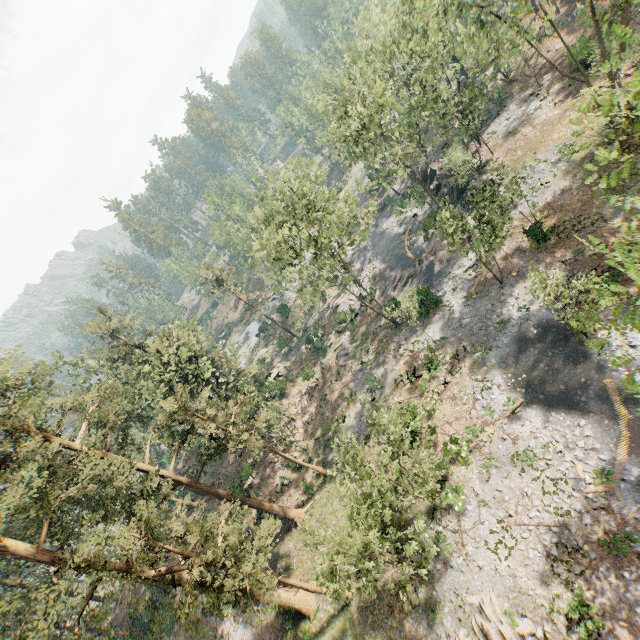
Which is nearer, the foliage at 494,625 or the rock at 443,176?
the foliage at 494,625

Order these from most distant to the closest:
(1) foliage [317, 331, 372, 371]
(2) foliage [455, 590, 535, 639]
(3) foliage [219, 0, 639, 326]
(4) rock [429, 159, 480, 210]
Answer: (1) foliage [317, 331, 372, 371], (4) rock [429, 159, 480, 210], (3) foliage [219, 0, 639, 326], (2) foliage [455, 590, 535, 639]

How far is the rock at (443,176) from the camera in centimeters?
3612cm

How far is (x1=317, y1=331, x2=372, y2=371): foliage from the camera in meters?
38.9

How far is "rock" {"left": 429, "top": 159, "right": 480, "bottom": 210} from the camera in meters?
36.1

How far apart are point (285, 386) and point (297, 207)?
27.78m

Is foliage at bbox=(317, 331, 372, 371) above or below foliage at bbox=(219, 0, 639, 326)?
below

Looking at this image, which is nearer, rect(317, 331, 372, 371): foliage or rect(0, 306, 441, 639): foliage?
rect(0, 306, 441, 639): foliage
